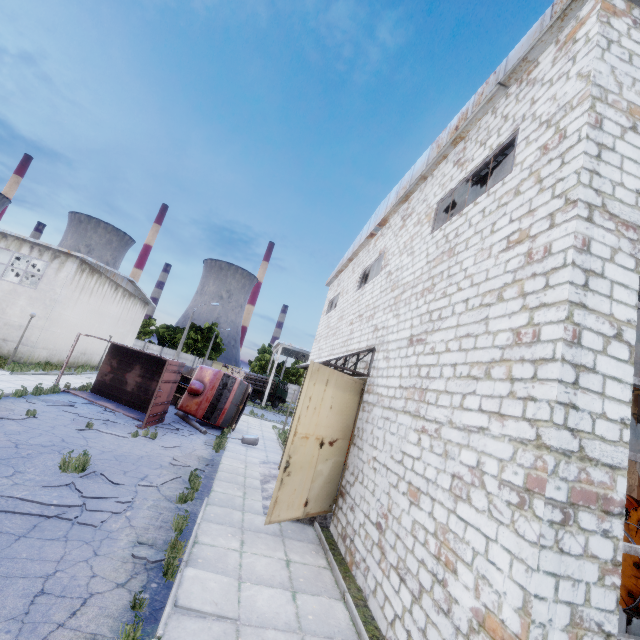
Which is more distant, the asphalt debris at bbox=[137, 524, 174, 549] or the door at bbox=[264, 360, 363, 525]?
the door at bbox=[264, 360, 363, 525]

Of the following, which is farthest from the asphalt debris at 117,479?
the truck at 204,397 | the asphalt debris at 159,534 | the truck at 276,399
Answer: the truck at 276,399

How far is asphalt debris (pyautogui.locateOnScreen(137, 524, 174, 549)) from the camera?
6.0 meters

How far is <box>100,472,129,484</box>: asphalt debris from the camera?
8.1 meters

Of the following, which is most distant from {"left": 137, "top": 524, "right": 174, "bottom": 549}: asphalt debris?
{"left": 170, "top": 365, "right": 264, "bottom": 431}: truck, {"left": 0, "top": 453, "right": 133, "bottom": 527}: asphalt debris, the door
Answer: {"left": 170, "top": 365, "right": 264, "bottom": 431}: truck

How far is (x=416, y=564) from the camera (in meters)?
5.17

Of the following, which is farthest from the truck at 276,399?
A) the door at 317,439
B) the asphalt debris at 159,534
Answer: the asphalt debris at 159,534
